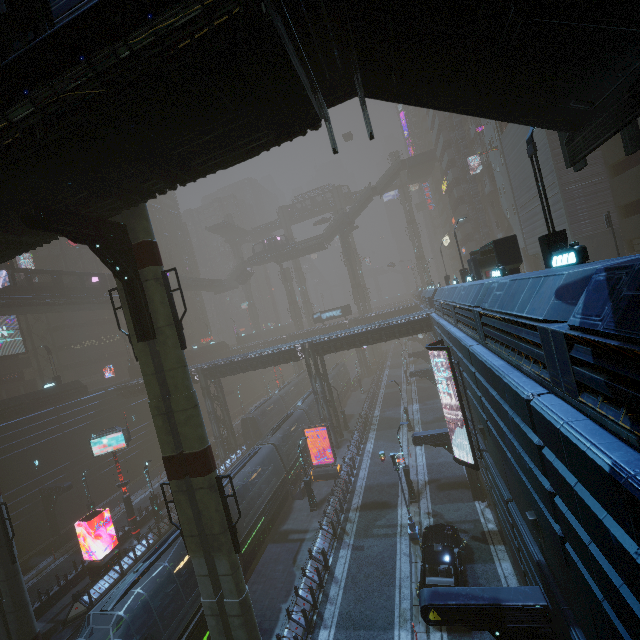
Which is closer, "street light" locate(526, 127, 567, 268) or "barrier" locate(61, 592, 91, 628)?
"street light" locate(526, 127, 567, 268)

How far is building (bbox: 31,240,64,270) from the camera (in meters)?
48.84

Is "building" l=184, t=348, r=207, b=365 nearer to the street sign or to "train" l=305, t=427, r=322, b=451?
"train" l=305, t=427, r=322, b=451

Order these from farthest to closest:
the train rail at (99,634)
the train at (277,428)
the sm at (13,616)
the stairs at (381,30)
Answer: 1. the train at (277,428)
2. the train rail at (99,634)
3. the sm at (13,616)
4. the stairs at (381,30)

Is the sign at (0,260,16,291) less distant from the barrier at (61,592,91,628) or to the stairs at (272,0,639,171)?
the barrier at (61,592,91,628)

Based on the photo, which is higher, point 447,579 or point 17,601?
point 17,601

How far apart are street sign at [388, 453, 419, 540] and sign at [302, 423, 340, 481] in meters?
9.2 m

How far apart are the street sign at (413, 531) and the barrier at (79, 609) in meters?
20.2
